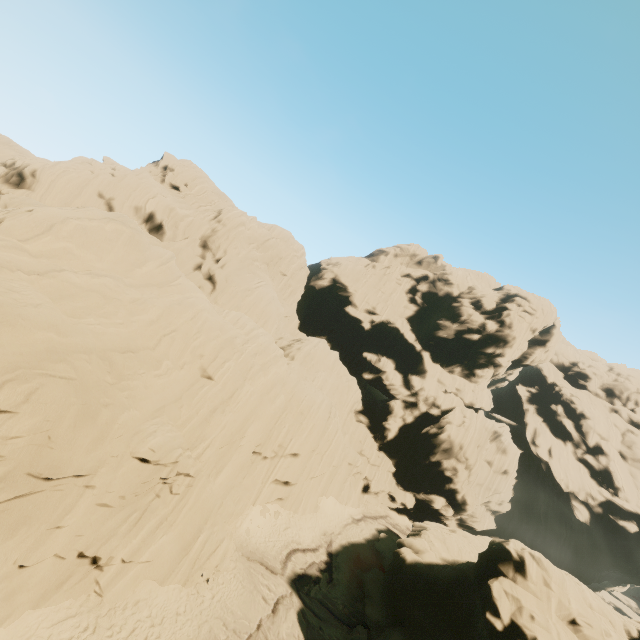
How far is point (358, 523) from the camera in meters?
35.0 m
